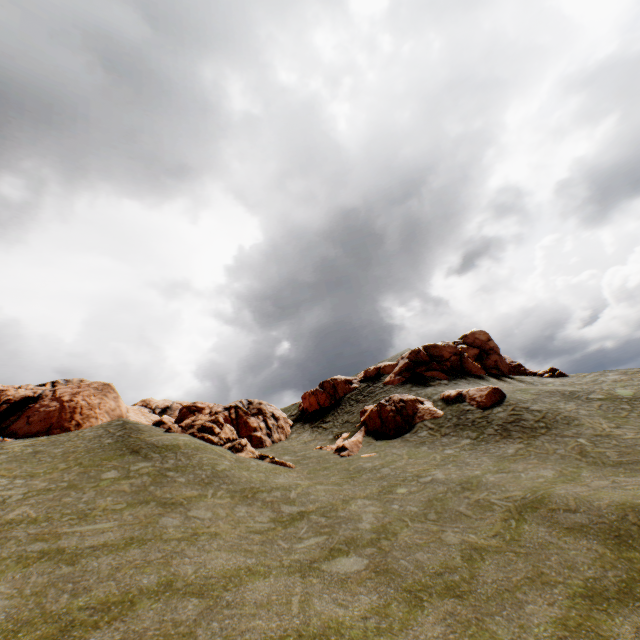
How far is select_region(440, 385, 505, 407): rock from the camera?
25.8m

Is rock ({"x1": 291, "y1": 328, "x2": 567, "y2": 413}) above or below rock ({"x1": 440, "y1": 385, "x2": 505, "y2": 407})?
above

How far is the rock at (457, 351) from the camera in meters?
37.0 m

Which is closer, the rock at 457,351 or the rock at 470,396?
the rock at 470,396

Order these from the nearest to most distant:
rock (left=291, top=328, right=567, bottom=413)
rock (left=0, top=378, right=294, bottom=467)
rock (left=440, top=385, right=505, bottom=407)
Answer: rock (left=440, top=385, right=505, bottom=407)
rock (left=0, top=378, right=294, bottom=467)
rock (left=291, top=328, right=567, bottom=413)

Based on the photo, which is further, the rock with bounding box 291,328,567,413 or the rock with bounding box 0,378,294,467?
the rock with bounding box 291,328,567,413

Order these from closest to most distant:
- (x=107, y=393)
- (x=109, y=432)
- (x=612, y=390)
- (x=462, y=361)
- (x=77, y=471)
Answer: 1. (x=77, y=471)
2. (x=109, y=432)
3. (x=612, y=390)
4. (x=107, y=393)
5. (x=462, y=361)
